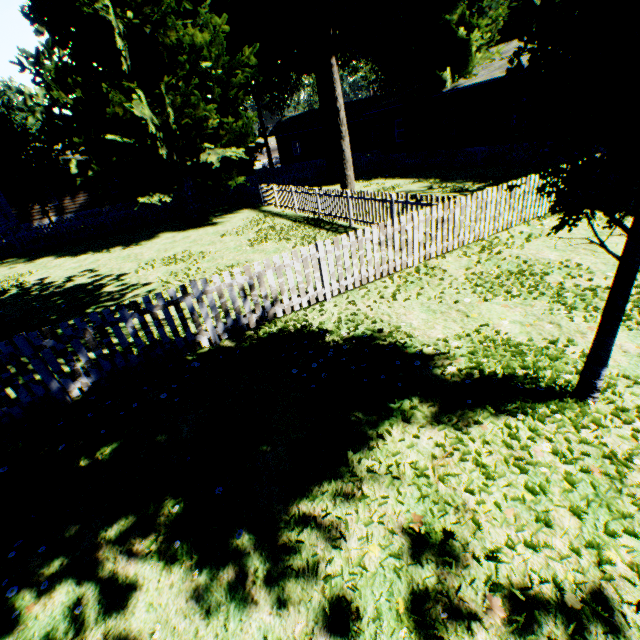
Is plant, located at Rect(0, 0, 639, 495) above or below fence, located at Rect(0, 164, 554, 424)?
above

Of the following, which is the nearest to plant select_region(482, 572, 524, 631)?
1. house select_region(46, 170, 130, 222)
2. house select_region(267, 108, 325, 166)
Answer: house select_region(267, 108, 325, 166)

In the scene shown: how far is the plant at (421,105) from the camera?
20.84m

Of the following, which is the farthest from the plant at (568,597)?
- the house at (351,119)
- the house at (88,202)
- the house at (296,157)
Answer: the house at (88,202)

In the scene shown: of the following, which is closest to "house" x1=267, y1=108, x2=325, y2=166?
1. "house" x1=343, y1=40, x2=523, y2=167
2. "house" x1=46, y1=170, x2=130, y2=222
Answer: "house" x1=343, y1=40, x2=523, y2=167

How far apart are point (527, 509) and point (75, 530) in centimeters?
464cm

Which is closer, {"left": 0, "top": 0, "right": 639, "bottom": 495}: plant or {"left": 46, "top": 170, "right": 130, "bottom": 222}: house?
{"left": 0, "top": 0, "right": 639, "bottom": 495}: plant

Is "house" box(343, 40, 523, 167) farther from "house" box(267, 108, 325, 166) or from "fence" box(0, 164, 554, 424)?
"house" box(267, 108, 325, 166)
